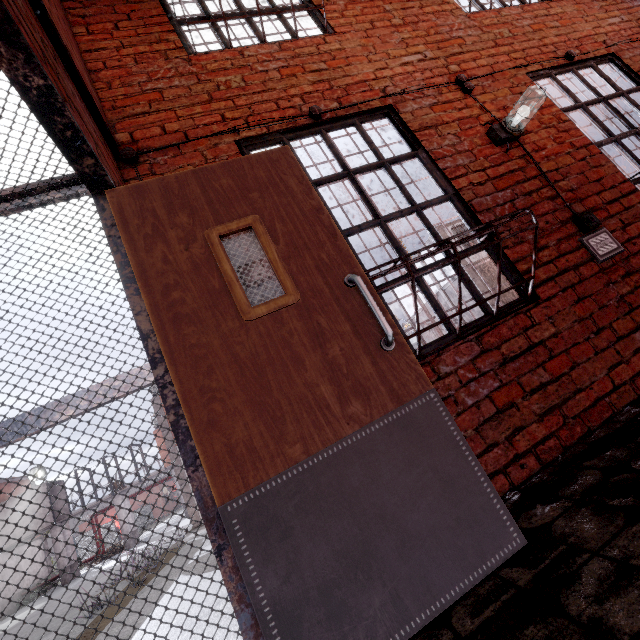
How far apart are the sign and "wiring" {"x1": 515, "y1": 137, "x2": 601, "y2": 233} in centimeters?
6cm

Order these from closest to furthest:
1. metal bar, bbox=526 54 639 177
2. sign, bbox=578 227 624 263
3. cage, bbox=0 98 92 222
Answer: cage, bbox=0 98 92 222
sign, bbox=578 227 624 263
metal bar, bbox=526 54 639 177

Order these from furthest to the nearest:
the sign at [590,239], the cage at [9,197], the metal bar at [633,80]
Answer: the metal bar at [633,80]
the sign at [590,239]
the cage at [9,197]

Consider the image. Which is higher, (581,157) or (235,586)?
(581,157)

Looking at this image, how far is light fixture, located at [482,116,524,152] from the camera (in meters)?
2.64

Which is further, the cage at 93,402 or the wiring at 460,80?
the wiring at 460,80

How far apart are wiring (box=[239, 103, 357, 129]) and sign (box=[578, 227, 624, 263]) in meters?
1.8 m
